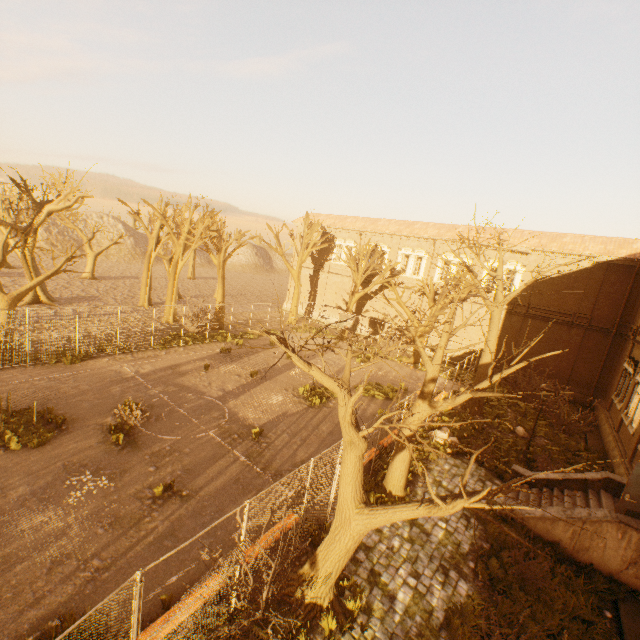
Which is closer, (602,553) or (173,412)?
(602,553)

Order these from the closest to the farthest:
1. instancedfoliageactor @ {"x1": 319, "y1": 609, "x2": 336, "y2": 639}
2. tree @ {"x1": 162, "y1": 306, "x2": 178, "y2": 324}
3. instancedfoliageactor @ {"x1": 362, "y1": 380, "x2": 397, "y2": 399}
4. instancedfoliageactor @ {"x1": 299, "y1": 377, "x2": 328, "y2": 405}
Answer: instancedfoliageactor @ {"x1": 319, "y1": 609, "x2": 336, "y2": 639}, instancedfoliageactor @ {"x1": 299, "y1": 377, "x2": 328, "y2": 405}, instancedfoliageactor @ {"x1": 362, "y1": 380, "x2": 397, "y2": 399}, tree @ {"x1": 162, "y1": 306, "x2": 178, "y2": 324}

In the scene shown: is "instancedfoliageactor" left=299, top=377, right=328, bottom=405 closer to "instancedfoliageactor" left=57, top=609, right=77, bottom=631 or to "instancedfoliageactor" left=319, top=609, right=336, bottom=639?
"instancedfoliageactor" left=319, top=609, right=336, bottom=639

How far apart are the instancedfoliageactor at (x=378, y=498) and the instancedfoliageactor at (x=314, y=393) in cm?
435

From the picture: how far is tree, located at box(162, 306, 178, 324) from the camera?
26.98m

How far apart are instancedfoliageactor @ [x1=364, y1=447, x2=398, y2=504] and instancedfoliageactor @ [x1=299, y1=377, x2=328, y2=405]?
4.4m

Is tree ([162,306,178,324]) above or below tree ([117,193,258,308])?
below

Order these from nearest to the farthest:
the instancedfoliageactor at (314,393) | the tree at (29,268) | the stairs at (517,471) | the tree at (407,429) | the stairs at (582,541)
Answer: the tree at (407,429), the stairs at (582,541), the stairs at (517,471), the tree at (29,268), the instancedfoliageactor at (314,393)
